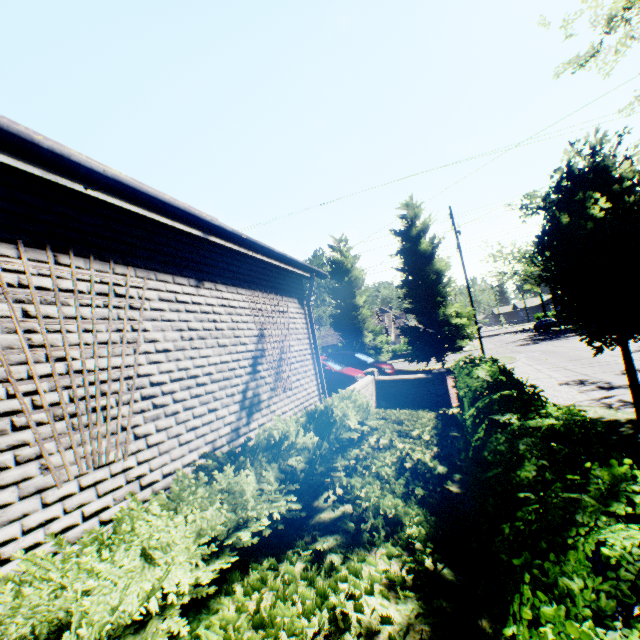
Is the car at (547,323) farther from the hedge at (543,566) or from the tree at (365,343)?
the hedge at (543,566)

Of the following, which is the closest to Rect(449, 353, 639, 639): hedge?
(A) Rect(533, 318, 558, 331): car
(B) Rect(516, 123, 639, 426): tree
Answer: (B) Rect(516, 123, 639, 426): tree

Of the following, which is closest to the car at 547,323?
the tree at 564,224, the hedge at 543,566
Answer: the tree at 564,224

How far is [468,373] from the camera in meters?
8.0

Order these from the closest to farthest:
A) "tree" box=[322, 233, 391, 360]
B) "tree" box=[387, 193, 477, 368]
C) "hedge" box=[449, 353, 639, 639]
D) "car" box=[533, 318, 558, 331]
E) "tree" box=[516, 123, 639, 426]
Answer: "hedge" box=[449, 353, 639, 639]
"tree" box=[516, 123, 639, 426]
"tree" box=[387, 193, 477, 368]
"tree" box=[322, 233, 391, 360]
"car" box=[533, 318, 558, 331]

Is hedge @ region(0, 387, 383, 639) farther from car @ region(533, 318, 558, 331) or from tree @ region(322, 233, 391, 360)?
car @ region(533, 318, 558, 331)

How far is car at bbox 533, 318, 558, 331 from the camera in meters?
42.0

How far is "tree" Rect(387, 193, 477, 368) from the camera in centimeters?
2072cm
